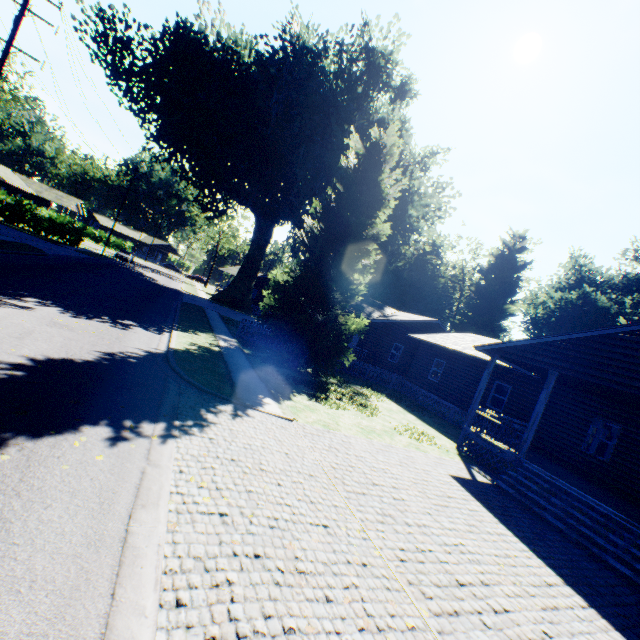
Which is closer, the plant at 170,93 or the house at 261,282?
the plant at 170,93

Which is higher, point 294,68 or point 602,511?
point 294,68

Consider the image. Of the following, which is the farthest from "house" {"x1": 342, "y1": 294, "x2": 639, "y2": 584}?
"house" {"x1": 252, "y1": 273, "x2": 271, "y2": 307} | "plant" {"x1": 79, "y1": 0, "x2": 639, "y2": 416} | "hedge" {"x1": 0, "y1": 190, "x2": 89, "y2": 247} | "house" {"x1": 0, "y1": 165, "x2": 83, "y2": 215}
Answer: "house" {"x1": 0, "y1": 165, "x2": 83, "y2": 215}

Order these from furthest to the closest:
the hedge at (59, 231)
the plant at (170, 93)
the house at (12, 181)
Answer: the house at (12, 181) < the hedge at (59, 231) < the plant at (170, 93)

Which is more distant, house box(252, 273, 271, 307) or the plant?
house box(252, 273, 271, 307)

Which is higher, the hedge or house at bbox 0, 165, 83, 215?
house at bbox 0, 165, 83, 215

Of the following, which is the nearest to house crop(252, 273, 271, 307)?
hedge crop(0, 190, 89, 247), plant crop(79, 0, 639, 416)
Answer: plant crop(79, 0, 639, 416)
